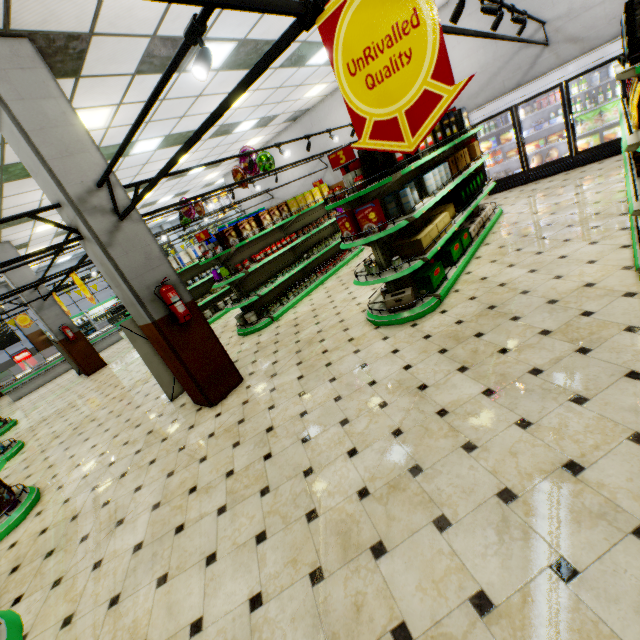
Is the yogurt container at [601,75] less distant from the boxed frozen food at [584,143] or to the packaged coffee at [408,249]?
the boxed frozen food at [584,143]

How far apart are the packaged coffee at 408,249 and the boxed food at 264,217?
3.7m

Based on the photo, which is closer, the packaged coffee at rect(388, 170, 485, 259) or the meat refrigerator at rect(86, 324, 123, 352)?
the packaged coffee at rect(388, 170, 485, 259)

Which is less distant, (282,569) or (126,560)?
(282,569)

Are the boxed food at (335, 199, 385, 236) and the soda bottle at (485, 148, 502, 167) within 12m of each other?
yes

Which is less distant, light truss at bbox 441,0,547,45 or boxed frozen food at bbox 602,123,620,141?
light truss at bbox 441,0,547,45

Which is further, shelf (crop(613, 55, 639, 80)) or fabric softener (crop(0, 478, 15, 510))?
fabric softener (crop(0, 478, 15, 510))

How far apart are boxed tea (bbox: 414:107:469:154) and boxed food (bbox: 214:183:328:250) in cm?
385
